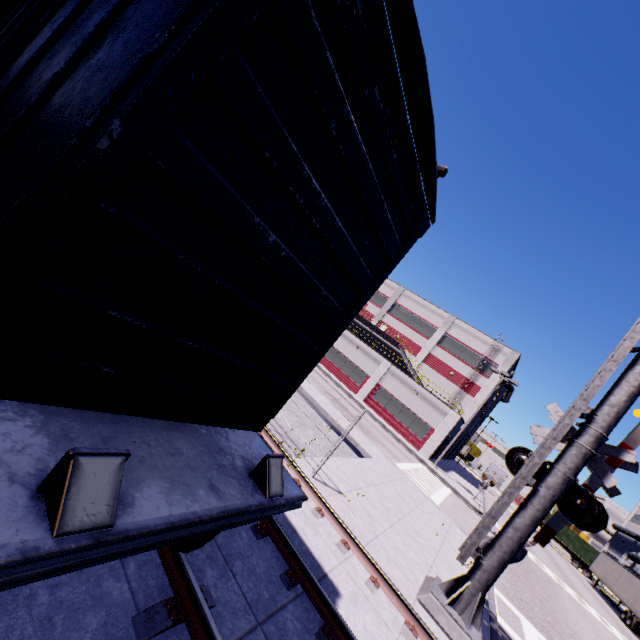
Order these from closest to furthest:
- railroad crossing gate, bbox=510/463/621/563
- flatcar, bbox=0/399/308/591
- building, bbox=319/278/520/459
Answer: flatcar, bbox=0/399/308/591
railroad crossing gate, bbox=510/463/621/563
building, bbox=319/278/520/459

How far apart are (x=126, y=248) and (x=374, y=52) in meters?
2.1 m

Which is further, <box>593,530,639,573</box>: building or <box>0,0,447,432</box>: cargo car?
<box>593,530,639,573</box>: building

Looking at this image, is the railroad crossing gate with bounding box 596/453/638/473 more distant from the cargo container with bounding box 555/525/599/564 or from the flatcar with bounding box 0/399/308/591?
the cargo container with bounding box 555/525/599/564

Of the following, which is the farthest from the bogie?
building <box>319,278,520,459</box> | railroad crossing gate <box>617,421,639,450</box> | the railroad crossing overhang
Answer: the railroad crossing overhang

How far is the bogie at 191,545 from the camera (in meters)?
3.15

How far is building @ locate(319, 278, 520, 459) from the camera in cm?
Result: 3041

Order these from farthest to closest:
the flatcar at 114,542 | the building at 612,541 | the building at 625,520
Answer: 1. the building at 625,520
2. the building at 612,541
3. the flatcar at 114,542
